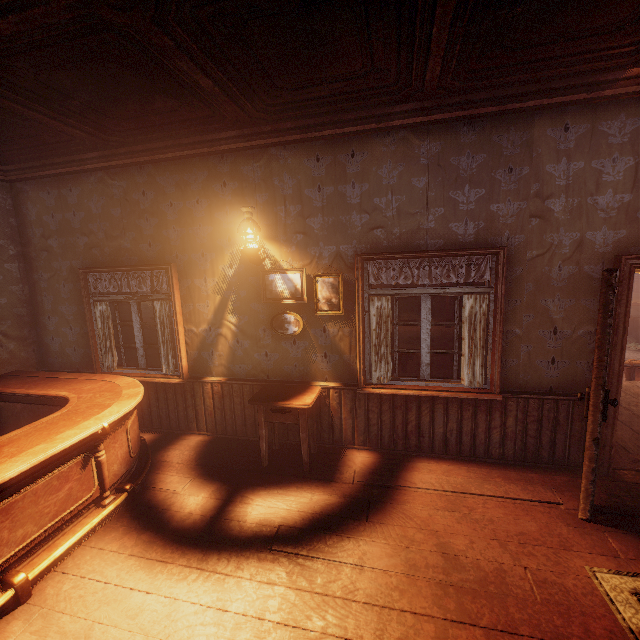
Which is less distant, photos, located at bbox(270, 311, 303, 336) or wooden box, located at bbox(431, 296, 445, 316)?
photos, located at bbox(270, 311, 303, 336)

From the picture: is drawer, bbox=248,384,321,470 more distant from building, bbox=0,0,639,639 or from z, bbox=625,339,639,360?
z, bbox=625,339,639,360

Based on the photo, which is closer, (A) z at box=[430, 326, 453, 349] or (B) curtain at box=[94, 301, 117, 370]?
(B) curtain at box=[94, 301, 117, 370]

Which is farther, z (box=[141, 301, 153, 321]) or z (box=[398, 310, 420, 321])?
z (box=[141, 301, 153, 321])

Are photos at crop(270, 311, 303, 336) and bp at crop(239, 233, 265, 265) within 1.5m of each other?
yes

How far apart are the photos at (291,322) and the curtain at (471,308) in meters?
1.9

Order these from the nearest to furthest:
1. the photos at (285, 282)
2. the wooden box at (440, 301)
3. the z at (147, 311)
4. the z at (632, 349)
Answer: the photos at (285, 282) < the z at (632, 349) < the wooden box at (440, 301) < the z at (147, 311)

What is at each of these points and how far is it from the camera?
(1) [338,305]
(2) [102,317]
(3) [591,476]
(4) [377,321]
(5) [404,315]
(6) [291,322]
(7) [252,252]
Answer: (1) photos, 3.9m
(2) curtain, 4.7m
(3) bp, 2.8m
(4) curtain, 3.8m
(5) z, 20.7m
(6) photos, 4.0m
(7) bp, 3.8m
